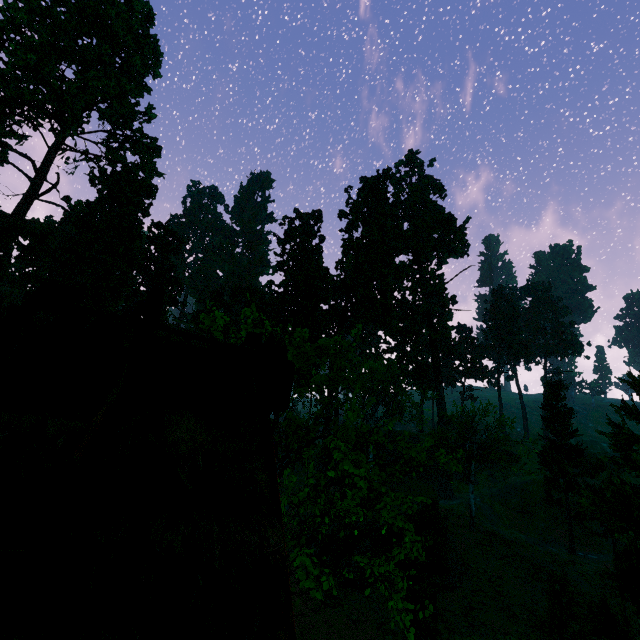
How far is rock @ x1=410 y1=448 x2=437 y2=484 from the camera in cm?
4872

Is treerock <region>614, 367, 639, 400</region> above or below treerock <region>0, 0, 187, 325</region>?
below

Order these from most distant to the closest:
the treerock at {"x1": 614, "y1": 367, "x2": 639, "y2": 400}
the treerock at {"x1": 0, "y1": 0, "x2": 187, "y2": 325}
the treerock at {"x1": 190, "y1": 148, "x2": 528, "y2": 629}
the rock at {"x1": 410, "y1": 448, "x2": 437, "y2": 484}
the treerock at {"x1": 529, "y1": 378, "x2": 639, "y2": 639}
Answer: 1. the rock at {"x1": 410, "y1": 448, "x2": 437, "y2": 484}
2. the treerock at {"x1": 0, "y1": 0, "x2": 187, "y2": 325}
3. the treerock at {"x1": 614, "y1": 367, "x2": 639, "y2": 400}
4. the treerock at {"x1": 190, "y1": 148, "x2": 528, "y2": 629}
5. the treerock at {"x1": 529, "y1": 378, "x2": 639, "y2": 639}

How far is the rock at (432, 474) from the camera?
48.7 meters

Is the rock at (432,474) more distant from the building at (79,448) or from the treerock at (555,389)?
the building at (79,448)

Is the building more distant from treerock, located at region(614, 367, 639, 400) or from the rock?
the rock

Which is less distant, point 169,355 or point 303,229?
point 169,355
